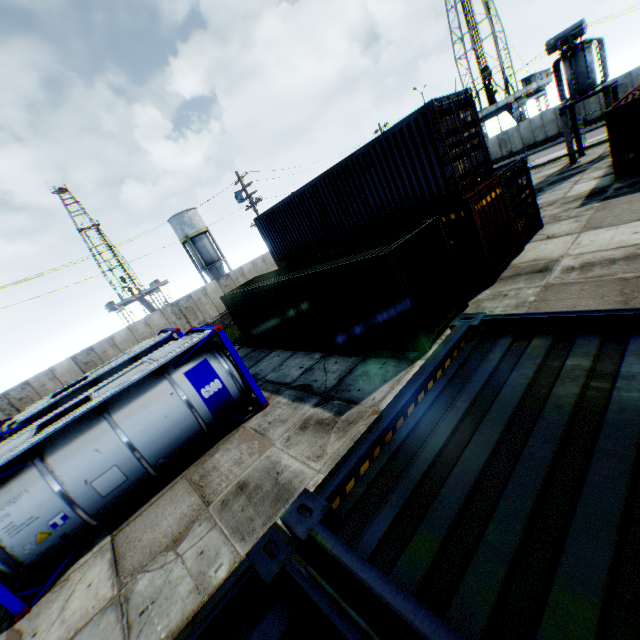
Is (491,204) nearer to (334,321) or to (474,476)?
(334,321)

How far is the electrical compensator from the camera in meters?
18.0

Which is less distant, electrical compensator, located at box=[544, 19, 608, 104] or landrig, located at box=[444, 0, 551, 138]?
electrical compensator, located at box=[544, 19, 608, 104]

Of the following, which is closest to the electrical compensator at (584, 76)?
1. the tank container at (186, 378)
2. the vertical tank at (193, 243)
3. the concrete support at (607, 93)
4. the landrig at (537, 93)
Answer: the concrete support at (607, 93)

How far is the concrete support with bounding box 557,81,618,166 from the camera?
18.9m

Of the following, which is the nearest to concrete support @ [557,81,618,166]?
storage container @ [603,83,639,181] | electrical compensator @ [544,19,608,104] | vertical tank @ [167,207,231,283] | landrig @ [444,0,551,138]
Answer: electrical compensator @ [544,19,608,104]

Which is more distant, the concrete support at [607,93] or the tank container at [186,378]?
the concrete support at [607,93]

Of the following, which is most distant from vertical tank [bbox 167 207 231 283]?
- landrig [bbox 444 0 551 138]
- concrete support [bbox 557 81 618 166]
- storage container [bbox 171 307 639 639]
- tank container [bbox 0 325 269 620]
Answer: storage container [bbox 171 307 639 639]
